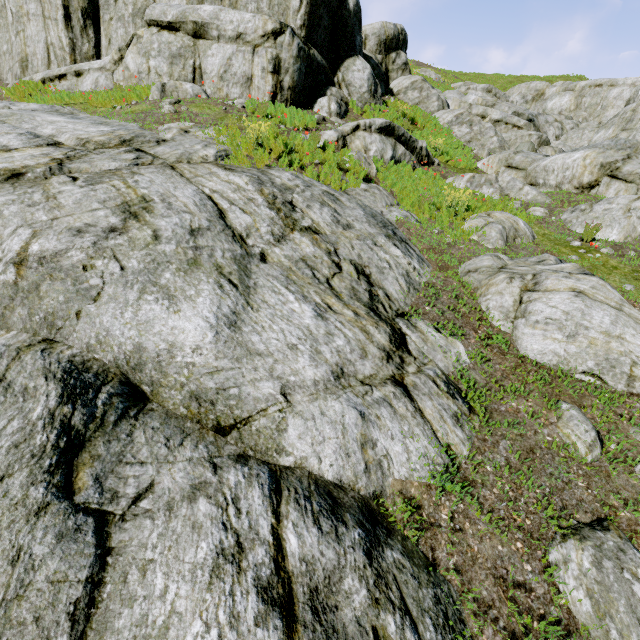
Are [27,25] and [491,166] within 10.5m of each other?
no

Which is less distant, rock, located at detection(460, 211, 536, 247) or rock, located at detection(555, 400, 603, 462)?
rock, located at detection(555, 400, 603, 462)

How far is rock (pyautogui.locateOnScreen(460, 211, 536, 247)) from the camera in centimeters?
740cm

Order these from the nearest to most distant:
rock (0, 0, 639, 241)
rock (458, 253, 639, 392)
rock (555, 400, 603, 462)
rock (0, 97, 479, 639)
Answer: rock (0, 97, 479, 639)
rock (555, 400, 603, 462)
rock (458, 253, 639, 392)
rock (0, 0, 639, 241)

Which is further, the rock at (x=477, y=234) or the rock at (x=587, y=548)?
the rock at (x=477, y=234)

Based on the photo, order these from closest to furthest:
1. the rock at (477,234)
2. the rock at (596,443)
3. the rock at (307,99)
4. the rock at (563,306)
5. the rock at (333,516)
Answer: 1. the rock at (333,516)
2. the rock at (596,443)
3. the rock at (563,306)
4. the rock at (477,234)
5. the rock at (307,99)
